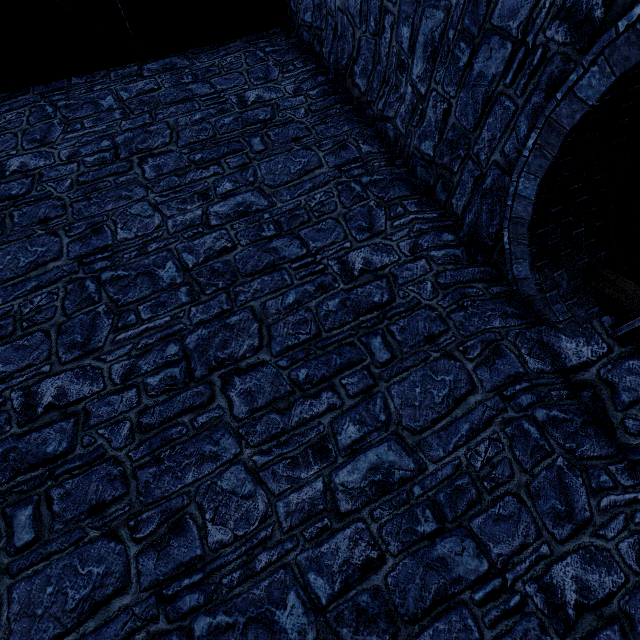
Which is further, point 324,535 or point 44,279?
point 44,279
